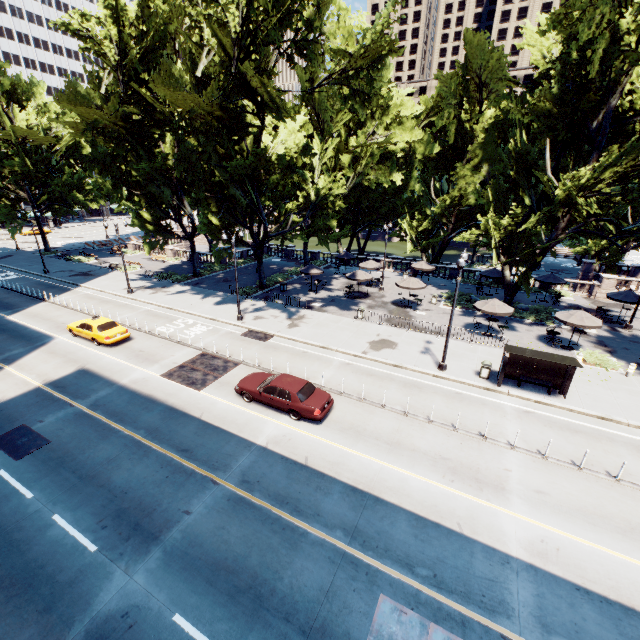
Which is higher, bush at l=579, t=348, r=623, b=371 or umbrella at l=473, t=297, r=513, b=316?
umbrella at l=473, t=297, r=513, b=316

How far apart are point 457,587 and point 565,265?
66.3m

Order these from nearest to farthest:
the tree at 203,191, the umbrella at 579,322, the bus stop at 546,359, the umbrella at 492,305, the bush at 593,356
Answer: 1. the bus stop at 546,359
2. the tree at 203,191
3. the bush at 593,356
4. the umbrella at 579,322
5. the umbrella at 492,305

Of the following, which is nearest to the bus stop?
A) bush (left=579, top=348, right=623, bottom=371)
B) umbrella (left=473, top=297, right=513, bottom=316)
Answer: bush (left=579, top=348, right=623, bottom=371)

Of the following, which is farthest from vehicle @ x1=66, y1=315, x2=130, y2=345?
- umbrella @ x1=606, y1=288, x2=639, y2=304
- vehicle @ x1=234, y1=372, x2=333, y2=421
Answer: umbrella @ x1=606, y1=288, x2=639, y2=304

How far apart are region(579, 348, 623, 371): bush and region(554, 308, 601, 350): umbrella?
1.56m

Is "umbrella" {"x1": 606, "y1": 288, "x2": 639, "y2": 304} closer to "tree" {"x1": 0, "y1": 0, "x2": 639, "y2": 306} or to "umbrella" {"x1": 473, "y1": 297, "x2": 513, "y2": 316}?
"tree" {"x1": 0, "y1": 0, "x2": 639, "y2": 306}

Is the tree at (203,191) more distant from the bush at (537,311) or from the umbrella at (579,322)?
the umbrella at (579,322)
